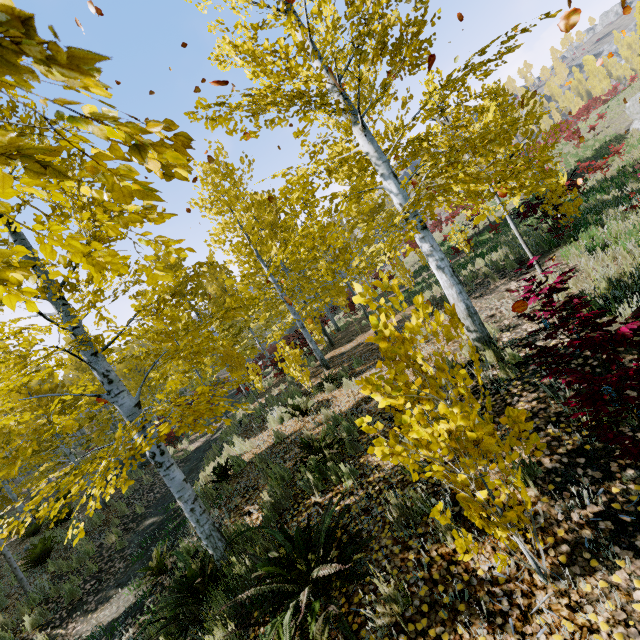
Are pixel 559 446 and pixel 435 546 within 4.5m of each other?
yes

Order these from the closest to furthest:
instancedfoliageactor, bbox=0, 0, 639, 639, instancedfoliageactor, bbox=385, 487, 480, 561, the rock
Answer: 1. instancedfoliageactor, bbox=0, 0, 639, 639
2. instancedfoliageactor, bbox=385, 487, 480, 561
3. the rock

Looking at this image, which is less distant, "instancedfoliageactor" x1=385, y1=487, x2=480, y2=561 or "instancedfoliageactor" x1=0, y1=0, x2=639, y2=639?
"instancedfoliageactor" x1=0, y1=0, x2=639, y2=639

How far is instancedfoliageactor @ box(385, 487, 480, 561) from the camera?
2.0 meters

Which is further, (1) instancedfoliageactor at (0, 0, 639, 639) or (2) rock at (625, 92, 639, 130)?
(2) rock at (625, 92, 639, 130)

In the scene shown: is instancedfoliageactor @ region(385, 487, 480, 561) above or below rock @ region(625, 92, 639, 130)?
below

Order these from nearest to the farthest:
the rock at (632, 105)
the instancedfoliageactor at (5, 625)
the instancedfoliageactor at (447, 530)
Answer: the instancedfoliageactor at (447, 530) < the instancedfoliageactor at (5, 625) < the rock at (632, 105)

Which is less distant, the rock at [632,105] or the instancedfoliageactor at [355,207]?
the instancedfoliageactor at [355,207]
